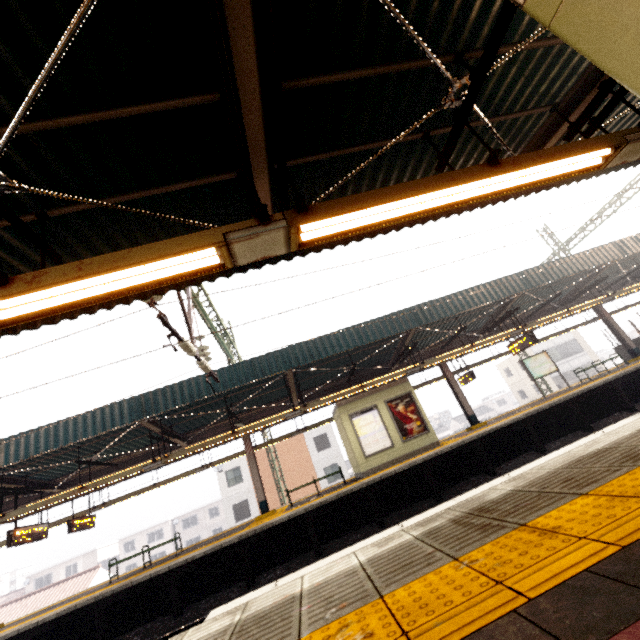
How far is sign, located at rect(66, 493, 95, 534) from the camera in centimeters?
1283cm

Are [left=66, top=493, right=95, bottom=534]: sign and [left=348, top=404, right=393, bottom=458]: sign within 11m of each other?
no

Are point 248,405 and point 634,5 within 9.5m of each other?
no

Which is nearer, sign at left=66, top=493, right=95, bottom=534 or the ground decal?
the ground decal

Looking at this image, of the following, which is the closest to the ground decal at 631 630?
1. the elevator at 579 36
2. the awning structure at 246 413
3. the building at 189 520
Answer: the elevator at 579 36

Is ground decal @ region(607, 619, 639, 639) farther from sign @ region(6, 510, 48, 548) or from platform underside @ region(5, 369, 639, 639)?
sign @ region(6, 510, 48, 548)

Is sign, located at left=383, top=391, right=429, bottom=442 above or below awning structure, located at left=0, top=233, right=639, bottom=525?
below

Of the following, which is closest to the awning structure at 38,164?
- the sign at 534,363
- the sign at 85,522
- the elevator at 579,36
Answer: the elevator at 579,36
